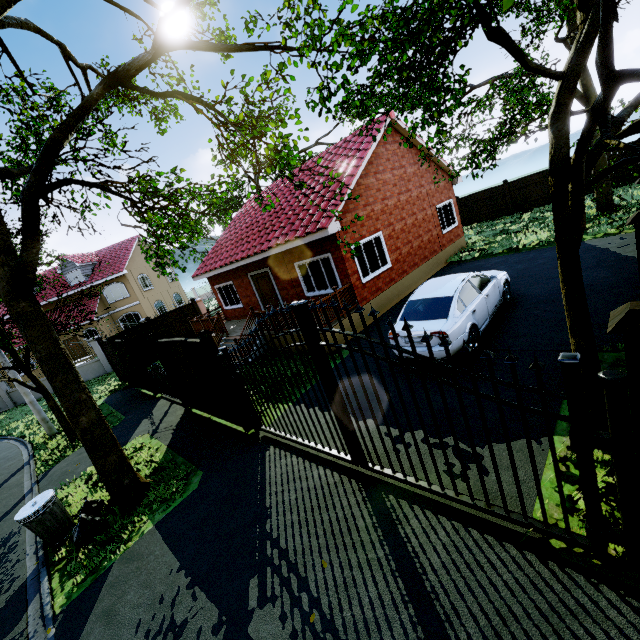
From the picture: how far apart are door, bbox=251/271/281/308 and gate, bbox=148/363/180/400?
5.4m

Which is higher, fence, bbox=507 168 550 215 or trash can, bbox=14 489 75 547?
fence, bbox=507 168 550 215

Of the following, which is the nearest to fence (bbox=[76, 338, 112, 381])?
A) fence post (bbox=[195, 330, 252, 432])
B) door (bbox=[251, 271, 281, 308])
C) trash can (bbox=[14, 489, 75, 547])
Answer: fence post (bbox=[195, 330, 252, 432])

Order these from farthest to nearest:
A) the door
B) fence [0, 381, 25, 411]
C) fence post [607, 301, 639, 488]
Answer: fence [0, 381, 25, 411] → the door → fence post [607, 301, 639, 488]

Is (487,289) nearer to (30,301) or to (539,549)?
(539,549)

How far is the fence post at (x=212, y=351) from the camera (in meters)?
6.93

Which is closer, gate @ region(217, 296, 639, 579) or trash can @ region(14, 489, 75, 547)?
gate @ region(217, 296, 639, 579)

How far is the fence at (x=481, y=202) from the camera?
22.12m
